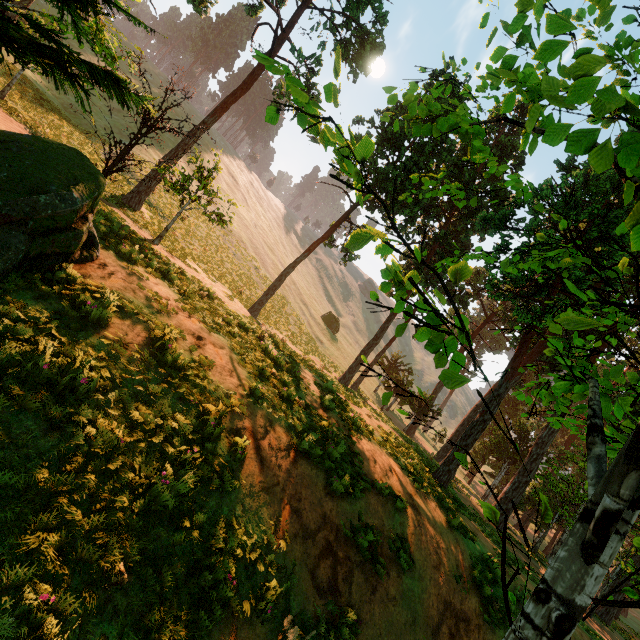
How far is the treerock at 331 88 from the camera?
2.66m

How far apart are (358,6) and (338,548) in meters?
24.4 m

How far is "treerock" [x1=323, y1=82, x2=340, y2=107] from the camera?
2.7 meters

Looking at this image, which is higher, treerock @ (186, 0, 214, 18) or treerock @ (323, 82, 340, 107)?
treerock @ (186, 0, 214, 18)

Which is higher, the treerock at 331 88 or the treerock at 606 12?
the treerock at 606 12

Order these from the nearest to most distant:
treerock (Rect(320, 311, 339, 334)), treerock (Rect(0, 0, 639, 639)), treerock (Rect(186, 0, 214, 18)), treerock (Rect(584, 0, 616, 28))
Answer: treerock (Rect(584, 0, 616, 28)), treerock (Rect(0, 0, 639, 639)), treerock (Rect(186, 0, 214, 18)), treerock (Rect(320, 311, 339, 334))

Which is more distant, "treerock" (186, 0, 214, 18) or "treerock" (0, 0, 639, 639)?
"treerock" (186, 0, 214, 18)
